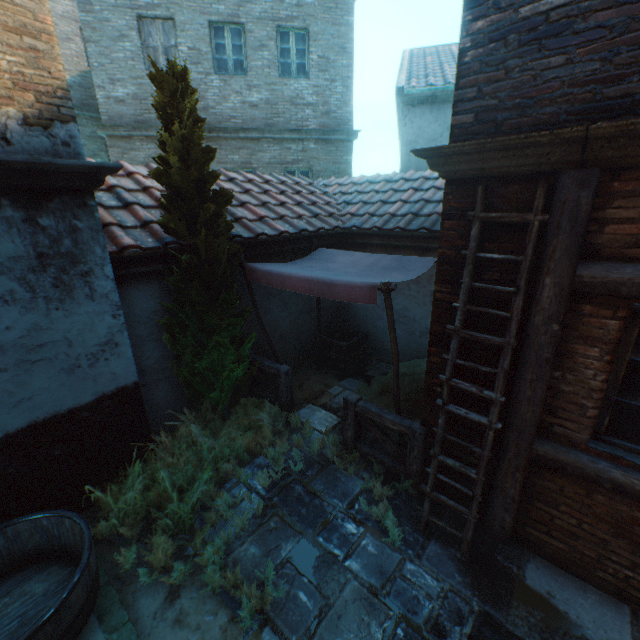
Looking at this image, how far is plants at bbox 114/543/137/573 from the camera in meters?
3.3 m

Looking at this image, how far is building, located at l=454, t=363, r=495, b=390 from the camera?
3.21m

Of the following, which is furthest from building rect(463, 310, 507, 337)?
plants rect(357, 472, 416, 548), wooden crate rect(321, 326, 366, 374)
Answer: wooden crate rect(321, 326, 366, 374)

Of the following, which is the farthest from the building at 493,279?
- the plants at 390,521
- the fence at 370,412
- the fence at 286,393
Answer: the fence at 286,393

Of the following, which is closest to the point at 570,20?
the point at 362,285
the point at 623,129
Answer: the point at 623,129

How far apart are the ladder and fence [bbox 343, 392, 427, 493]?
0.3 meters

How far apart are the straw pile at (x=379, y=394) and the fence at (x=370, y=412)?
0.7m

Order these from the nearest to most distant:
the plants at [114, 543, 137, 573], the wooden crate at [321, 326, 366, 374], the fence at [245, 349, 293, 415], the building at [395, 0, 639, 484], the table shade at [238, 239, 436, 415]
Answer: the building at [395, 0, 639, 484]
the plants at [114, 543, 137, 573]
the table shade at [238, 239, 436, 415]
the fence at [245, 349, 293, 415]
the wooden crate at [321, 326, 366, 374]
